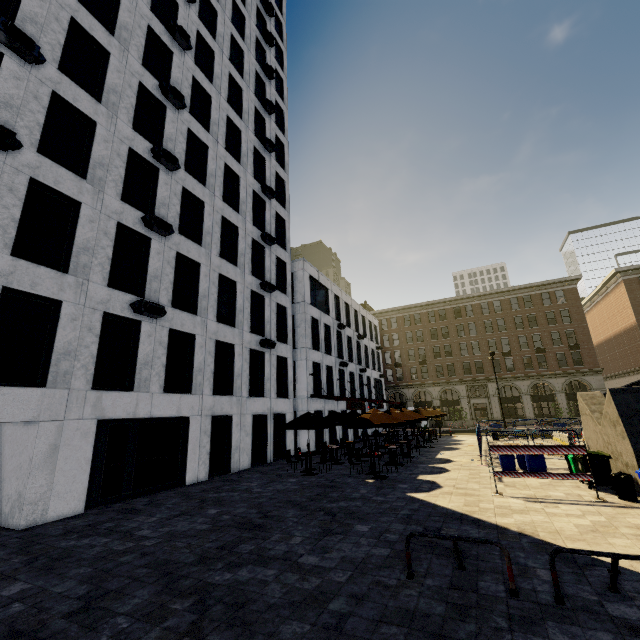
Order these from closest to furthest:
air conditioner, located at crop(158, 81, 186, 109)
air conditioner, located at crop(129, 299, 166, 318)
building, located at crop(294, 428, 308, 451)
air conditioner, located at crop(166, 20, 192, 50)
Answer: air conditioner, located at crop(129, 299, 166, 318)
air conditioner, located at crop(158, 81, 186, 109)
air conditioner, located at crop(166, 20, 192, 50)
building, located at crop(294, 428, 308, 451)

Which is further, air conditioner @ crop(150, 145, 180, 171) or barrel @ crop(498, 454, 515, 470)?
air conditioner @ crop(150, 145, 180, 171)

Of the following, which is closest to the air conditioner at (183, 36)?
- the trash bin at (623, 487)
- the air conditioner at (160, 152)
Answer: the air conditioner at (160, 152)

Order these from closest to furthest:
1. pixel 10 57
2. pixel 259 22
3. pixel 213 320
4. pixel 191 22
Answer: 1. pixel 10 57
2. pixel 213 320
3. pixel 191 22
4. pixel 259 22

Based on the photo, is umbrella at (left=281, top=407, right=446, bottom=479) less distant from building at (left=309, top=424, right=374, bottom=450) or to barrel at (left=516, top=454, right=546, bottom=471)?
barrel at (left=516, top=454, right=546, bottom=471)

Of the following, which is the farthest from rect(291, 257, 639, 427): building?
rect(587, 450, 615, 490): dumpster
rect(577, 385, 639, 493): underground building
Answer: rect(587, 450, 615, 490): dumpster

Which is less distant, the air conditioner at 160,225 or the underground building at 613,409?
the underground building at 613,409

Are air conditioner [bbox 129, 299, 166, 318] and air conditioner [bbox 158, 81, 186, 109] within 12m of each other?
yes
